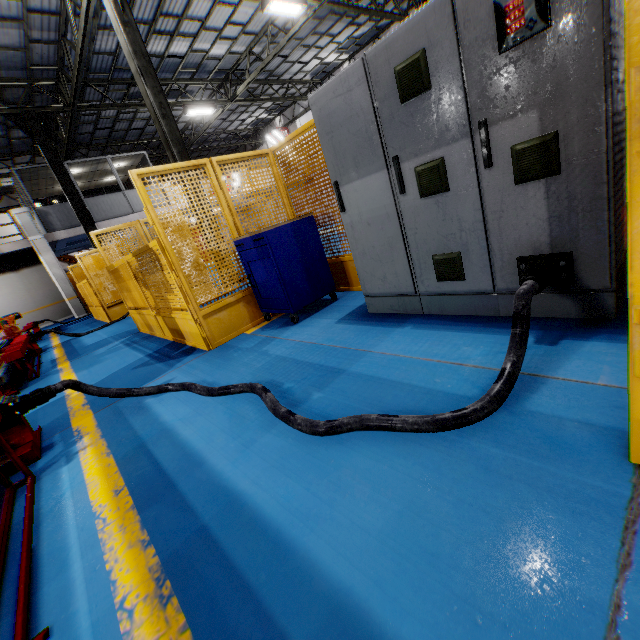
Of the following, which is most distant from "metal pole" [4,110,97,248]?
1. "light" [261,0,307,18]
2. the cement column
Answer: "light" [261,0,307,18]

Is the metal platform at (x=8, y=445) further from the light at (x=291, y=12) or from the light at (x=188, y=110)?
the light at (x=188, y=110)

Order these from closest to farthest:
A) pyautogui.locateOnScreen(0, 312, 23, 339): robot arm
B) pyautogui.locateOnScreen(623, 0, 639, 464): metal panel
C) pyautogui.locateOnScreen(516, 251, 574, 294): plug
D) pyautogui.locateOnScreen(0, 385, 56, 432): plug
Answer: pyautogui.locateOnScreen(623, 0, 639, 464): metal panel
pyautogui.locateOnScreen(516, 251, 574, 294): plug
pyautogui.locateOnScreen(0, 385, 56, 432): plug
pyautogui.locateOnScreen(0, 312, 23, 339): robot arm

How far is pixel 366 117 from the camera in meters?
2.6 m

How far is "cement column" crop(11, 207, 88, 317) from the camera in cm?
1457

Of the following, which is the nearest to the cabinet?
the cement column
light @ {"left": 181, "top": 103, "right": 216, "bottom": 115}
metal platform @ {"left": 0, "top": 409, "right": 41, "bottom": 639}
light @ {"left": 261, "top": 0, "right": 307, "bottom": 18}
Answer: metal platform @ {"left": 0, "top": 409, "right": 41, "bottom": 639}

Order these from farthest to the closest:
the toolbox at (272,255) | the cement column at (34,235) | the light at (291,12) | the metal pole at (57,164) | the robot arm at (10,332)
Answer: the cement column at (34,235) → the robot arm at (10,332) → the metal pole at (57,164) → the light at (291,12) → the toolbox at (272,255)

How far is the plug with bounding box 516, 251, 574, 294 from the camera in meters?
2.0
